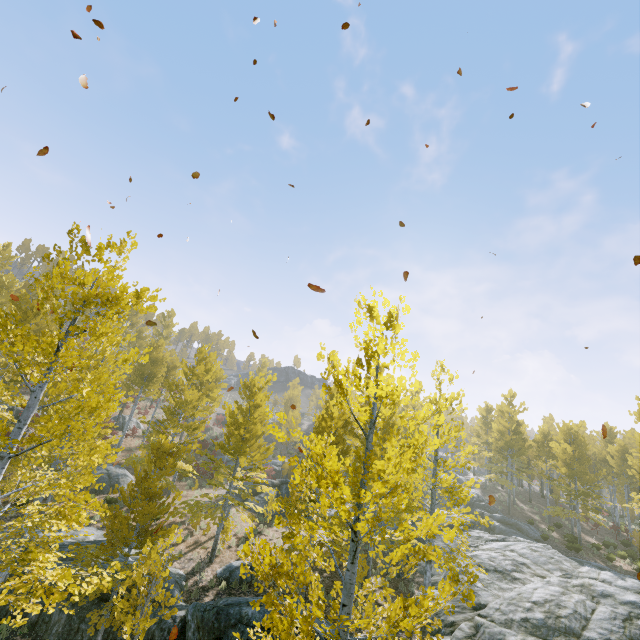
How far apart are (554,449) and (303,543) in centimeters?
3045cm

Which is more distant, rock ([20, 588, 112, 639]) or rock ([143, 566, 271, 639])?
rock ([20, 588, 112, 639])

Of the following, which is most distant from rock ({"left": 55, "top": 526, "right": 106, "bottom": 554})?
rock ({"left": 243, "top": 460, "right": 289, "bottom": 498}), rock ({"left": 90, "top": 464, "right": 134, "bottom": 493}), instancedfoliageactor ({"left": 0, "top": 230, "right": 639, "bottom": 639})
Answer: rock ({"left": 90, "top": 464, "right": 134, "bottom": 493})

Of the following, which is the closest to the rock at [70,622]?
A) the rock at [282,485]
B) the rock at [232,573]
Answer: the rock at [232,573]

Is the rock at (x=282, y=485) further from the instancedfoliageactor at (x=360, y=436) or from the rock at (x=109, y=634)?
the rock at (x=109, y=634)

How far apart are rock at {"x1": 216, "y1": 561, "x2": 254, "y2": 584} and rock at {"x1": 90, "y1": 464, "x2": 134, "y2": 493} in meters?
10.7

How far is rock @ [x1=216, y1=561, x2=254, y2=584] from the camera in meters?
14.2

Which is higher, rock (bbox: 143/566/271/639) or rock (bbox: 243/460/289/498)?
rock (bbox: 243/460/289/498)
